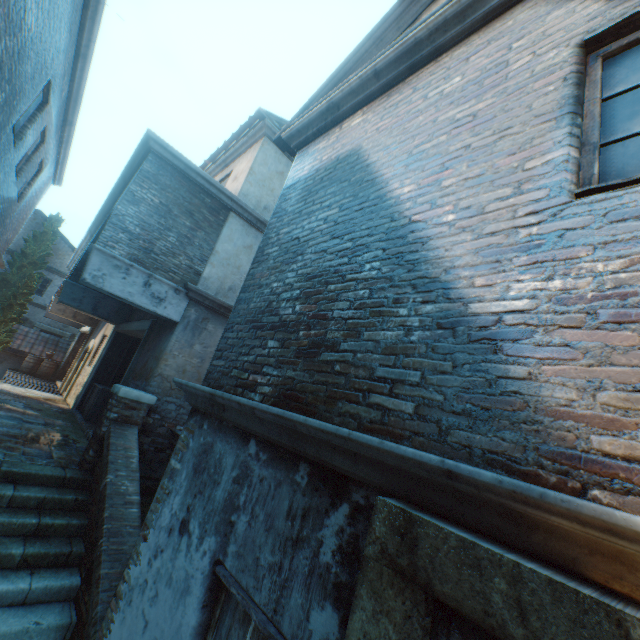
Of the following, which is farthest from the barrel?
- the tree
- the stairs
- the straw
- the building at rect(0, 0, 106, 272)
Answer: the stairs

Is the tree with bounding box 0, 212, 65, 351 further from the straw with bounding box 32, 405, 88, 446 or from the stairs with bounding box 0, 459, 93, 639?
the stairs with bounding box 0, 459, 93, 639

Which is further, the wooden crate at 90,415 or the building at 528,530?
the wooden crate at 90,415

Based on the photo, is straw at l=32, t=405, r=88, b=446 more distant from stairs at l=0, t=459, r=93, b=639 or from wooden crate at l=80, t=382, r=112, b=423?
stairs at l=0, t=459, r=93, b=639

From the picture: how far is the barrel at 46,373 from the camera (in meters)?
16.80

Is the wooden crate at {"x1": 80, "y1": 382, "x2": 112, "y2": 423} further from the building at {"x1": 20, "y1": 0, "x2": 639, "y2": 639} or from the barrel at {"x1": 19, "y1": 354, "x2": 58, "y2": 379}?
the barrel at {"x1": 19, "y1": 354, "x2": 58, "y2": 379}

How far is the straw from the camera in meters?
7.7

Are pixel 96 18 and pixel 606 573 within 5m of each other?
no
